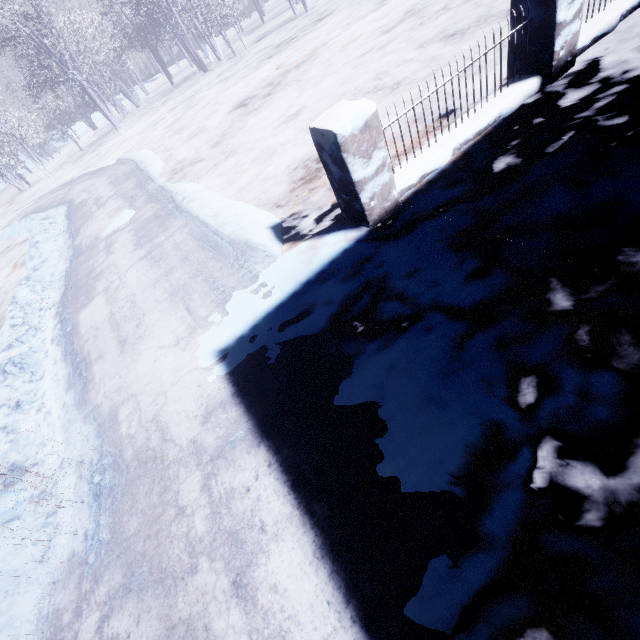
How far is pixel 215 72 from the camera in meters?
15.9
